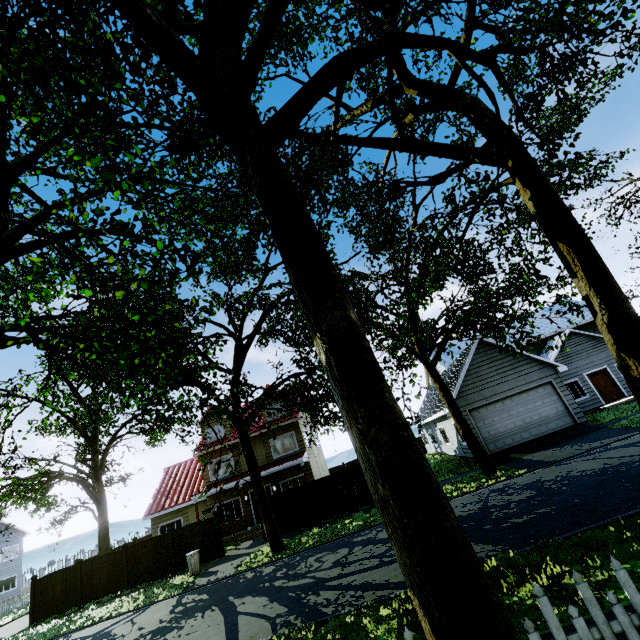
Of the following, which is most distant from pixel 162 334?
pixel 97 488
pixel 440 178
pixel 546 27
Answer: pixel 97 488

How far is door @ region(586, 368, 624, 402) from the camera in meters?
21.8 m

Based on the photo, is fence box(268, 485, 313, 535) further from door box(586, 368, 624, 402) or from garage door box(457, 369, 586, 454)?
door box(586, 368, 624, 402)

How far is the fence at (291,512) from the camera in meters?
17.5

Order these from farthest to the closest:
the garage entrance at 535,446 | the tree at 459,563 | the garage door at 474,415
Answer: the garage door at 474,415
the garage entrance at 535,446
the tree at 459,563

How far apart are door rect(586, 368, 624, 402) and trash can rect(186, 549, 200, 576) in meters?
26.5 m

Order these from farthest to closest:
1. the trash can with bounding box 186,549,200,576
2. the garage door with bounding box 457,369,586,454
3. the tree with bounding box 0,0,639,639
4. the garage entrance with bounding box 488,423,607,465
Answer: the garage door with bounding box 457,369,586,454
the garage entrance with bounding box 488,423,607,465
the trash can with bounding box 186,549,200,576
the tree with bounding box 0,0,639,639

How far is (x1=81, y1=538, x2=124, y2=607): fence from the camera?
17.78m
